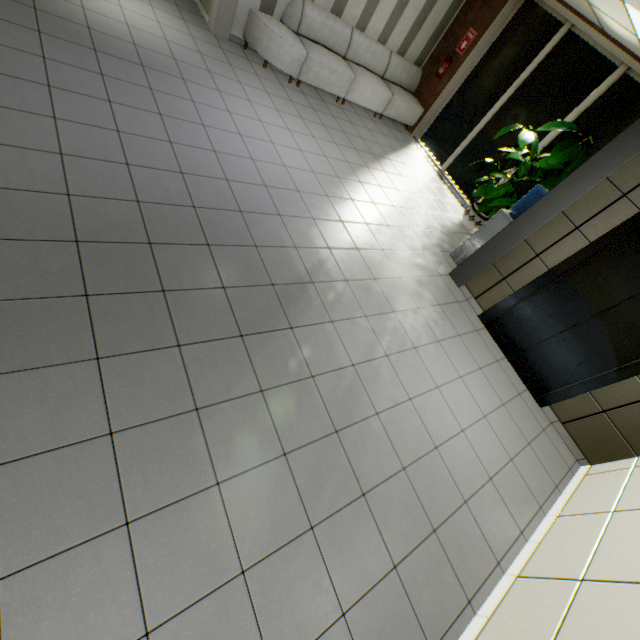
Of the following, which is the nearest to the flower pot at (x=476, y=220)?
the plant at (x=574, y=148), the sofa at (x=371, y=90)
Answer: the plant at (x=574, y=148)

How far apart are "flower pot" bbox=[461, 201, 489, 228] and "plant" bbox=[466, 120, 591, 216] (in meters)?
0.83

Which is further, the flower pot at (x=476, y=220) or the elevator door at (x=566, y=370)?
the flower pot at (x=476, y=220)

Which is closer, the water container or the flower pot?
the water container

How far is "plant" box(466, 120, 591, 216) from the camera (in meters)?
4.97

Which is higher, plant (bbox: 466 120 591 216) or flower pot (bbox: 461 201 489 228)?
plant (bbox: 466 120 591 216)

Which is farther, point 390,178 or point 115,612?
point 390,178

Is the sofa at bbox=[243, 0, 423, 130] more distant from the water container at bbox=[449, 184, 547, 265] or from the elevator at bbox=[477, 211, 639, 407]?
the elevator at bbox=[477, 211, 639, 407]
